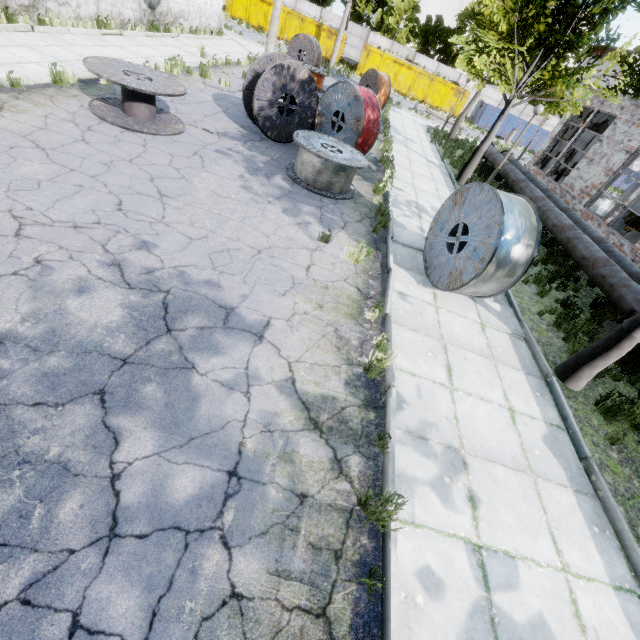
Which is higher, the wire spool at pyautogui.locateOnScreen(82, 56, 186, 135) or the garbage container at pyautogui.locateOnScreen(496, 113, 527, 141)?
the garbage container at pyautogui.locateOnScreen(496, 113, 527, 141)

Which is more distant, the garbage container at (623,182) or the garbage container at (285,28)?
the garbage container at (623,182)

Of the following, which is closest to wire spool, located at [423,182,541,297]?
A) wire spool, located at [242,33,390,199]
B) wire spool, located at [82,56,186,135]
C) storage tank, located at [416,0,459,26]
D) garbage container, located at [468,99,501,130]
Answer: wire spool, located at [242,33,390,199]

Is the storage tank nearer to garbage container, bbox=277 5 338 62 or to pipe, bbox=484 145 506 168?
garbage container, bbox=277 5 338 62

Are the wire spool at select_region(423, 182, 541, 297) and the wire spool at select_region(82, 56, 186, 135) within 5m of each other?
no

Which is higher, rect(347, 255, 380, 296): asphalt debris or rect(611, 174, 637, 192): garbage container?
rect(611, 174, 637, 192): garbage container

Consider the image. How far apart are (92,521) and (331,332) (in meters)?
3.30

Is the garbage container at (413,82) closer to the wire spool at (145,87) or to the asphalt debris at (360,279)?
the wire spool at (145,87)
